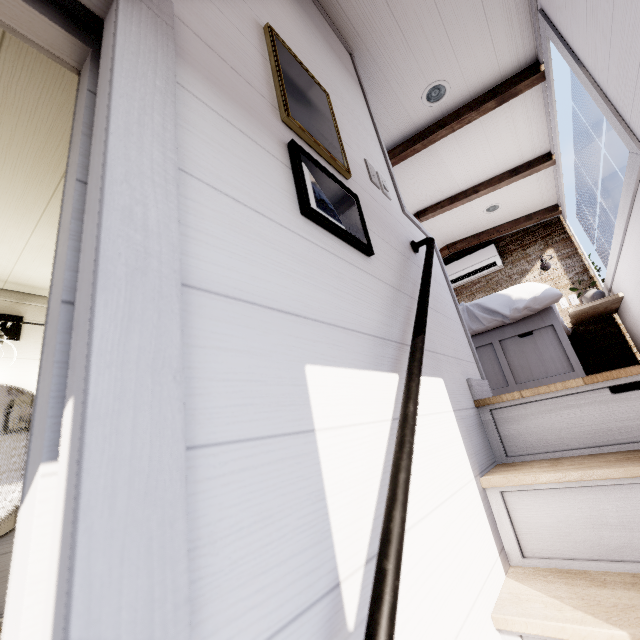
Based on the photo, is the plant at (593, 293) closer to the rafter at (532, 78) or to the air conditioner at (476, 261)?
the air conditioner at (476, 261)

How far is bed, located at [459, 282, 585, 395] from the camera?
2.17m

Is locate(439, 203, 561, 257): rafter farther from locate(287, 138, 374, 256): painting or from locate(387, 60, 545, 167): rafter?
locate(287, 138, 374, 256): painting

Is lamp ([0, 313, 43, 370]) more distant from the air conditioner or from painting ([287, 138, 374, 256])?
the air conditioner

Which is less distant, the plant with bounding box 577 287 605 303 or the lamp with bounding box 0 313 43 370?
the lamp with bounding box 0 313 43 370

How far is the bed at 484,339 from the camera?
2.2m

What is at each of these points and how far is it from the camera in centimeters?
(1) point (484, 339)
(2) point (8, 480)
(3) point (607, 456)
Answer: (1) bed, 249cm
(2) mirror, 147cm
(3) stair, 106cm

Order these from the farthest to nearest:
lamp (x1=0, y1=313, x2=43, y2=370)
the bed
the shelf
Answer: the shelf, the bed, lamp (x1=0, y1=313, x2=43, y2=370)
